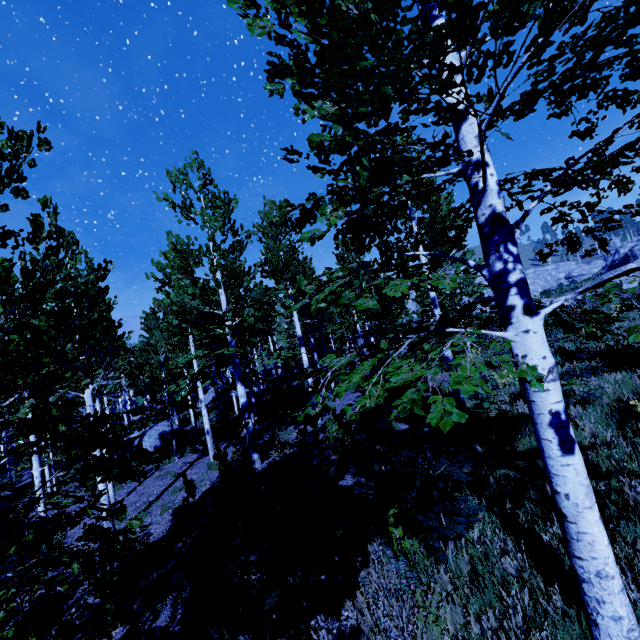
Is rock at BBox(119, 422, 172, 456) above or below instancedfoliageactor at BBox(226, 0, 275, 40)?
below

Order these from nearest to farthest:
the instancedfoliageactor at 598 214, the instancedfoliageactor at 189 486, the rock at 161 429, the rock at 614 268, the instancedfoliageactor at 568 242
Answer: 1. the instancedfoliageactor at 598 214
2. the instancedfoliageactor at 568 242
3. the instancedfoliageactor at 189 486
4. the rock at 161 429
5. the rock at 614 268

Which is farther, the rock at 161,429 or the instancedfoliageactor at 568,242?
the rock at 161,429

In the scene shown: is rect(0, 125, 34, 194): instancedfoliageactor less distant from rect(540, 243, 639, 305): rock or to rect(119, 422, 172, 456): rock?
rect(119, 422, 172, 456): rock

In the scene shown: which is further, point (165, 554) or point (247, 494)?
point (247, 494)

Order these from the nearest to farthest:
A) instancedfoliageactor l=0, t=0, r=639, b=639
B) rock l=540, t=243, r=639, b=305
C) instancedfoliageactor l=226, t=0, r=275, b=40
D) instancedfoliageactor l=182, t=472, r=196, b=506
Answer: instancedfoliageactor l=0, t=0, r=639, b=639 < instancedfoliageactor l=226, t=0, r=275, b=40 < instancedfoliageactor l=182, t=472, r=196, b=506 < rock l=540, t=243, r=639, b=305

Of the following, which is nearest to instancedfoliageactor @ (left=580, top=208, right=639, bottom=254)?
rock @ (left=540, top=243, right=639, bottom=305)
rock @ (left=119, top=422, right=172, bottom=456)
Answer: rock @ (left=119, top=422, right=172, bottom=456)
